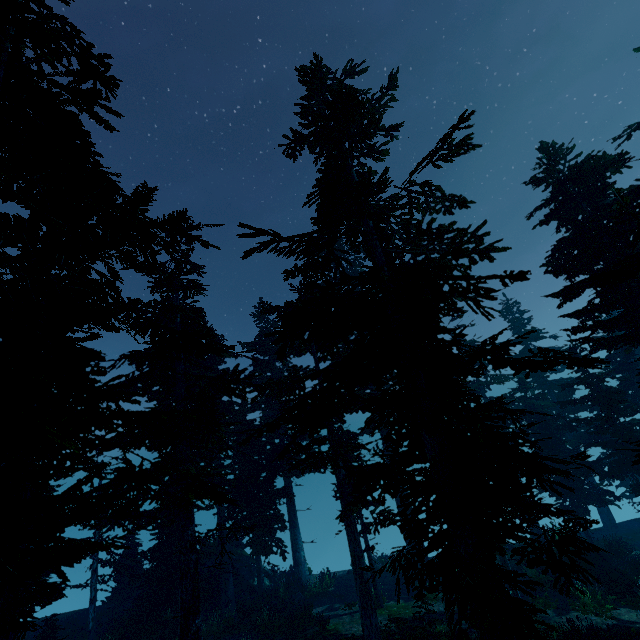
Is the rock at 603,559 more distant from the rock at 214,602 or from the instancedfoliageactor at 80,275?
the rock at 214,602

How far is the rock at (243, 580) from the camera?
22.4 meters

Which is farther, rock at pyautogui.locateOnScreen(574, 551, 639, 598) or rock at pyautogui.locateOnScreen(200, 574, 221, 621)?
rock at pyautogui.locateOnScreen(200, 574, 221, 621)

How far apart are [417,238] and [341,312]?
4.04m

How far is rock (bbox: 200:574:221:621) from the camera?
20.92m

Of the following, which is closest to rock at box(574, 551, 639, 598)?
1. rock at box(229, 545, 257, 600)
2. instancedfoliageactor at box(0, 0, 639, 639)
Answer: instancedfoliageactor at box(0, 0, 639, 639)

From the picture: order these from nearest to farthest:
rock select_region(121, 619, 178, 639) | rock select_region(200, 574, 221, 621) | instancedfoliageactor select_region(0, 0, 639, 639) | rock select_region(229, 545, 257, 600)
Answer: instancedfoliageactor select_region(0, 0, 639, 639) → rock select_region(121, 619, 178, 639) → rock select_region(200, 574, 221, 621) → rock select_region(229, 545, 257, 600)
